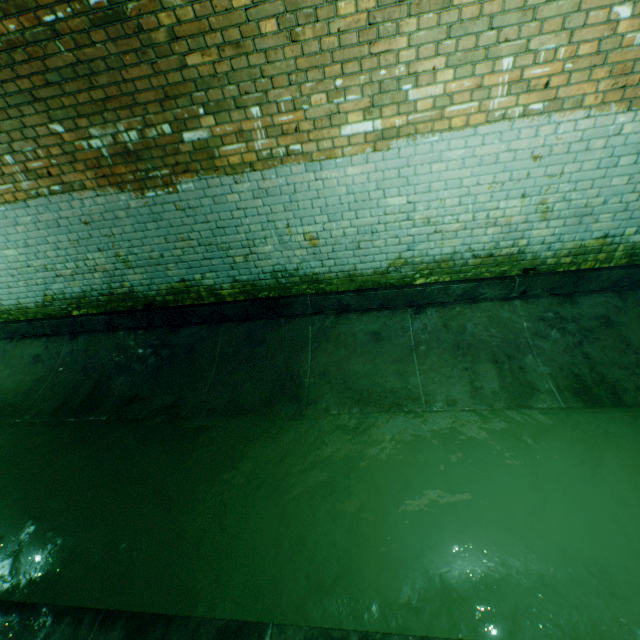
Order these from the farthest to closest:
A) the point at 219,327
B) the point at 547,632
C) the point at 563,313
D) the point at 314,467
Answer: the point at 219,327, the point at 563,313, the point at 314,467, the point at 547,632
